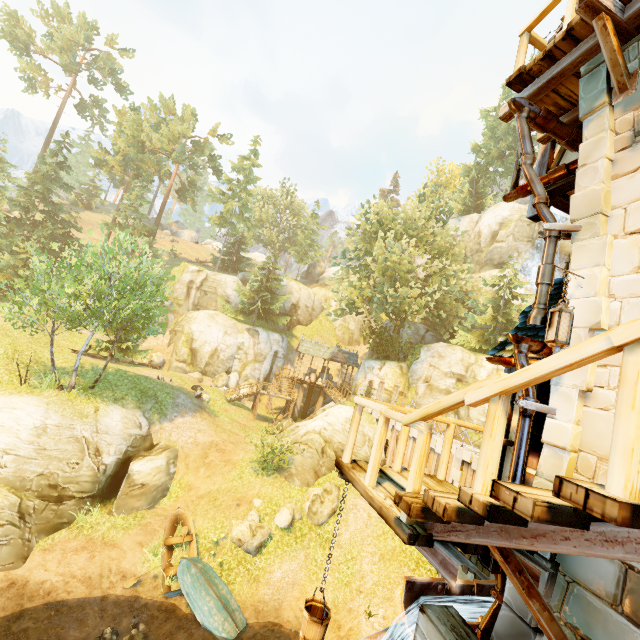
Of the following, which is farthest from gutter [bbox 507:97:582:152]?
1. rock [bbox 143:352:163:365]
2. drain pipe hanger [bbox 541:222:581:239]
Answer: rock [bbox 143:352:163:365]

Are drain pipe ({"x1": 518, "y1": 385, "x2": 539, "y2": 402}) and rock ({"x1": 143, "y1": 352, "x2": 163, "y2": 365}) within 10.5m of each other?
no

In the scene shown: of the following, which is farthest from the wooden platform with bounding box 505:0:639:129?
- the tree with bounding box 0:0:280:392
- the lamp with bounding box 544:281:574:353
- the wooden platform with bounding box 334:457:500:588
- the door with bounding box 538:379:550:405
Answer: the tree with bounding box 0:0:280:392

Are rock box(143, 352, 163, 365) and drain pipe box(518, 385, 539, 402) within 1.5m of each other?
no

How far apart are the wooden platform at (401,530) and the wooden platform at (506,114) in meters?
5.8

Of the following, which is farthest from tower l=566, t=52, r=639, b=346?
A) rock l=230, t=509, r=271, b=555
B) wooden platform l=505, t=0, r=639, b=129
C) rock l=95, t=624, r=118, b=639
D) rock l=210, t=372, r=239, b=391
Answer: rock l=210, t=372, r=239, b=391

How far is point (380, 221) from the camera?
32.50m

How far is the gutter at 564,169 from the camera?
4.9 meters
